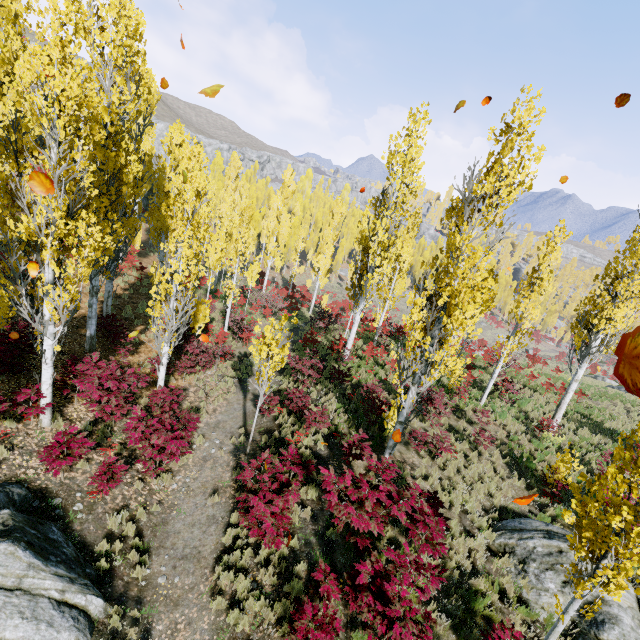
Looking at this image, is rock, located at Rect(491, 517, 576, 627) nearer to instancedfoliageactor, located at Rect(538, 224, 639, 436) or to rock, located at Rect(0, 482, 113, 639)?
instancedfoliageactor, located at Rect(538, 224, 639, 436)

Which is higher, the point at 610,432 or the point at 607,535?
the point at 607,535

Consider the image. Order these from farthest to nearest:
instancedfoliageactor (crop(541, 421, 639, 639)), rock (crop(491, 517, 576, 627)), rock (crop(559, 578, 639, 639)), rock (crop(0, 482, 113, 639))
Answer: rock (crop(491, 517, 576, 627))
rock (crop(559, 578, 639, 639))
rock (crop(0, 482, 113, 639))
instancedfoliageactor (crop(541, 421, 639, 639))

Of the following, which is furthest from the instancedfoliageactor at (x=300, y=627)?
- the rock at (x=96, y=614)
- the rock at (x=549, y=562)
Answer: the rock at (x=96, y=614)

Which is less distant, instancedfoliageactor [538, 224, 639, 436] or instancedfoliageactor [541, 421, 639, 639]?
instancedfoliageactor [541, 421, 639, 639]

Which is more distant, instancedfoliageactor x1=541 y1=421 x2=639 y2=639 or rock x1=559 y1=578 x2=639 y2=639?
rock x1=559 y1=578 x2=639 y2=639

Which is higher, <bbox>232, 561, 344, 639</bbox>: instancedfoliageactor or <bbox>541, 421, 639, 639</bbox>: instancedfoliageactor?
<bbox>541, 421, 639, 639</bbox>: instancedfoliageactor

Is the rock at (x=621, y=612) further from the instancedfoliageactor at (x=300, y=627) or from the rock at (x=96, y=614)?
the rock at (x=96, y=614)
